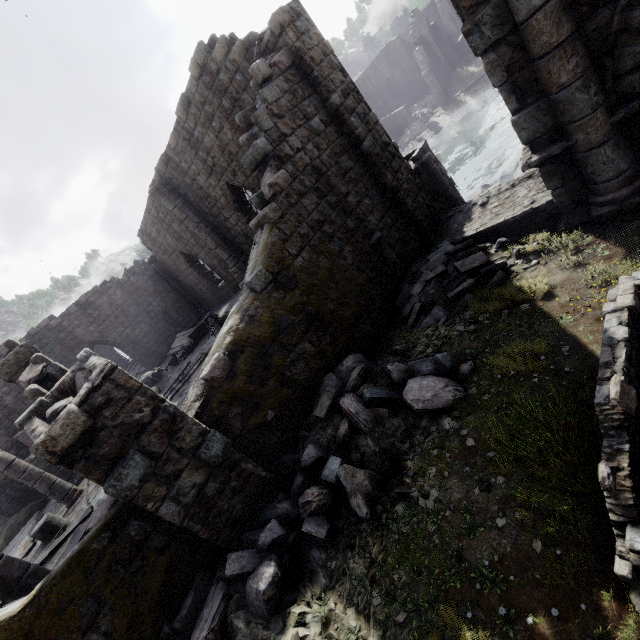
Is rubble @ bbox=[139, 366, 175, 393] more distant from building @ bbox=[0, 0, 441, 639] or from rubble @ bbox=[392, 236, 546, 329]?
rubble @ bbox=[392, 236, 546, 329]

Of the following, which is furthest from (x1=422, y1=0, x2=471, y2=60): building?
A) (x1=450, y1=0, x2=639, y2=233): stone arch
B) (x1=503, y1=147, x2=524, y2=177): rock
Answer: (x1=503, y1=147, x2=524, y2=177): rock

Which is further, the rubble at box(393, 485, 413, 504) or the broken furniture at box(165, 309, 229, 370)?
the broken furniture at box(165, 309, 229, 370)

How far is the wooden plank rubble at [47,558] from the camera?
7.6 meters

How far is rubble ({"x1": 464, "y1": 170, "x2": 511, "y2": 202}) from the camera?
15.08m

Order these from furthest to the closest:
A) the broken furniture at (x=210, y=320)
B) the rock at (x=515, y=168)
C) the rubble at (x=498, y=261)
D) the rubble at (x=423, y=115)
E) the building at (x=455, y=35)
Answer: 1. the building at (x=455, y=35)
2. the rubble at (x=423, y=115)
3. the rock at (x=515, y=168)
4. the broken furniture at (x=210, y=320)
5. the rubble at (x=498, y=261)

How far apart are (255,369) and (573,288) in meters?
6.0 m

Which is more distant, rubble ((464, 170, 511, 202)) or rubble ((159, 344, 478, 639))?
rubble ((464, 170, 511, 202))
